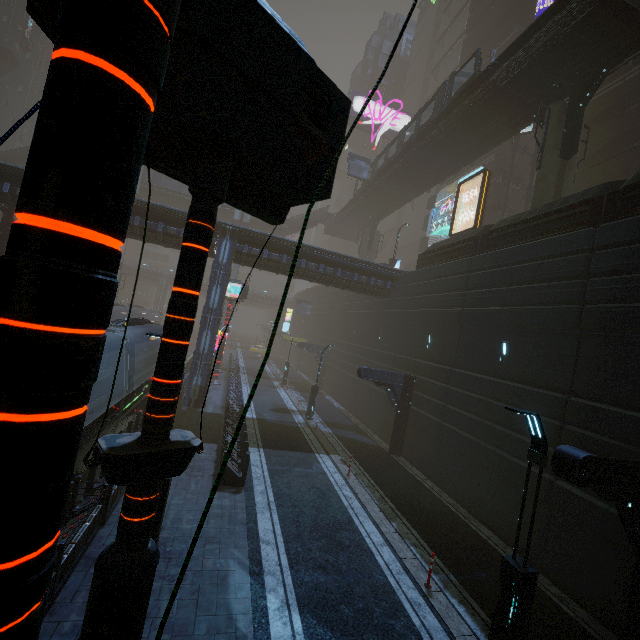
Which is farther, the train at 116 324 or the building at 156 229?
the building at 156 229

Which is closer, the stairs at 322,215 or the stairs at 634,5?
the stairs at 634,5

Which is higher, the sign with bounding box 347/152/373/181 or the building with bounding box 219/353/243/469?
the sign with bounding box 347/152/373/181

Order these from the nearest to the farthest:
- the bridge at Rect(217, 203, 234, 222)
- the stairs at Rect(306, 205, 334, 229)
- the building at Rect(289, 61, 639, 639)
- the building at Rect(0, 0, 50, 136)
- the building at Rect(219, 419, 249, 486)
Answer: the building at Rect(289, 61, 639, 639) < the building at Rect(219, 419, 249, 486) < the bridge at Rect(217, 203, 234, 222) < the stairs at Rect(306, 205, 334, 229) < the building at Rect(0, 0, 50, 136)

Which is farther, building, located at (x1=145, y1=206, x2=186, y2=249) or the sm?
building, located at (x1=145, y1=206, x2=186, y2=249)

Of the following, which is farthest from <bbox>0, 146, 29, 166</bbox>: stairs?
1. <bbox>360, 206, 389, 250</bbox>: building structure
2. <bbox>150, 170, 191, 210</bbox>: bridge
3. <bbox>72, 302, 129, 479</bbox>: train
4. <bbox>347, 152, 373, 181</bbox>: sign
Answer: <bbox>360, 206, 389, 250</bbox>: building structure

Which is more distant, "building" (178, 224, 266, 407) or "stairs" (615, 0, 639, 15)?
"building" (178, 224, 266, 407)

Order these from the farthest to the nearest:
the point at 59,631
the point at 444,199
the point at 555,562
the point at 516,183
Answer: the point at 444,199 → the point at 516,183 → the point at 555,562 → the point at 59,631
